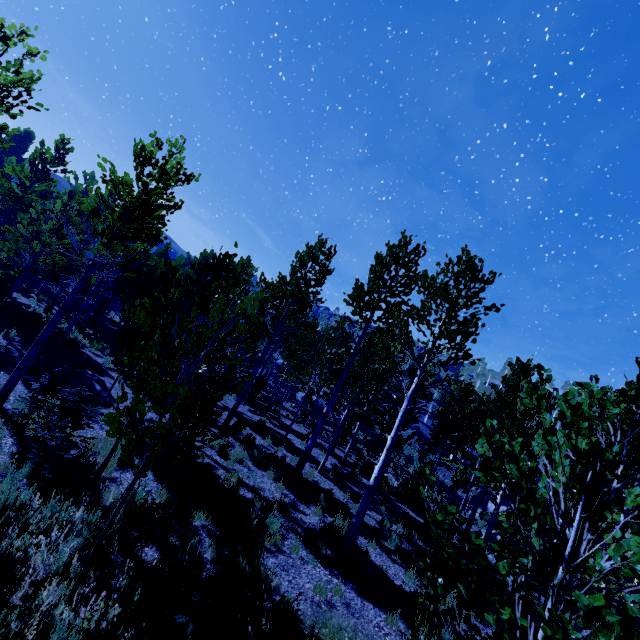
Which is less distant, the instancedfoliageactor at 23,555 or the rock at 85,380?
the instancedfoliageactor at 23,555

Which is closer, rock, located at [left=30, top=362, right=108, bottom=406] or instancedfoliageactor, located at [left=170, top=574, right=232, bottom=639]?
instancedfoliageactor, located at [left=170, top=574, right=232, bottom=639]

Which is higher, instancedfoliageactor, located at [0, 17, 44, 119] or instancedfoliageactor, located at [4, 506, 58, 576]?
instancedfoliageactor, located at [0, 17, 44, 119]

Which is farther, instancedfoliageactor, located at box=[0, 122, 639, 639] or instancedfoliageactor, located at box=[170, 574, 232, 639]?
instancedfoliageactor, located at box=[170, 574, 232, 639]

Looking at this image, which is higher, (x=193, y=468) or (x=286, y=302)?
(x=286, y=302)
